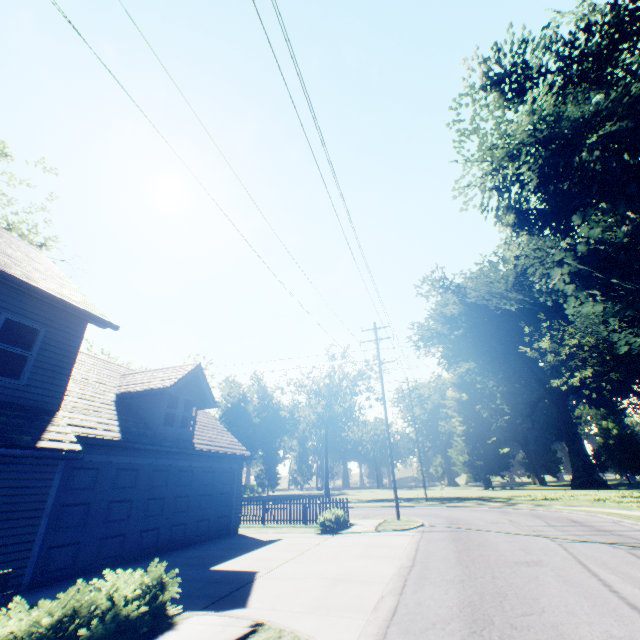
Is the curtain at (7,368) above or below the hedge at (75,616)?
above

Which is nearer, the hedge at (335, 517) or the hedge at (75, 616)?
the hedge at (75, 616)

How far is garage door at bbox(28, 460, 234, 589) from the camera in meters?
8.4 m

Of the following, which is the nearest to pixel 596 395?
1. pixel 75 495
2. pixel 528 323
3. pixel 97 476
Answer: pixel 528 323

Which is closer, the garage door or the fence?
the fence

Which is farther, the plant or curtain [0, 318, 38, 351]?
the plant

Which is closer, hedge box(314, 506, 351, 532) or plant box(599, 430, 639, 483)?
hedge box(314, 506, 351, 532)

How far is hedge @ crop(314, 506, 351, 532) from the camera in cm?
1450
